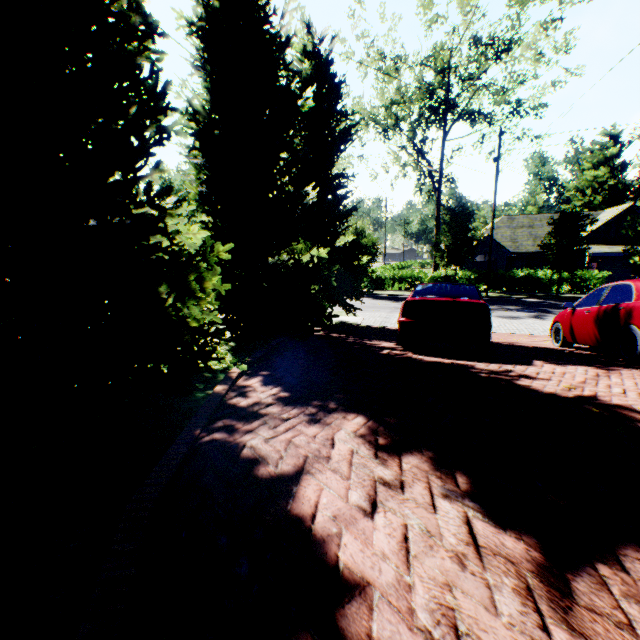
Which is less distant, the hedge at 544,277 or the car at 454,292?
the car at 454,292

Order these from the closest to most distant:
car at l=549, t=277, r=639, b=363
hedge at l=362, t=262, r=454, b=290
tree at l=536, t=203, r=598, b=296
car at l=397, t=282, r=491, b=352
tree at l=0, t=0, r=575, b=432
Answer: tree at l=0, t=0, r=575, b=432, car at l=549, t=277, r=639, b=363, car at l=397, t=282, r=491, b=352, tree at l=536, t=203, r=598, b=296, hedge at l=362, t=262, r=454, b=290

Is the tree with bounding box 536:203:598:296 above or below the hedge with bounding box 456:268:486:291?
above

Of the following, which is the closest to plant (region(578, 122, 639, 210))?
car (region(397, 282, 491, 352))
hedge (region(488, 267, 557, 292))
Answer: hedge (region(488, 267, 557, 292))

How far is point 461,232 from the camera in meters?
24.4

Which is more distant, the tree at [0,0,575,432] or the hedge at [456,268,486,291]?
the hedge at [456,268,486,291]

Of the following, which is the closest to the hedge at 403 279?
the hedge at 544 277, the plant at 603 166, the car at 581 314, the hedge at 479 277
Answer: the plant at 603 166

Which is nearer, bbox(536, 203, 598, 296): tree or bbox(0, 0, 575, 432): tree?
bbox(0, 0, 575, 432): tree
